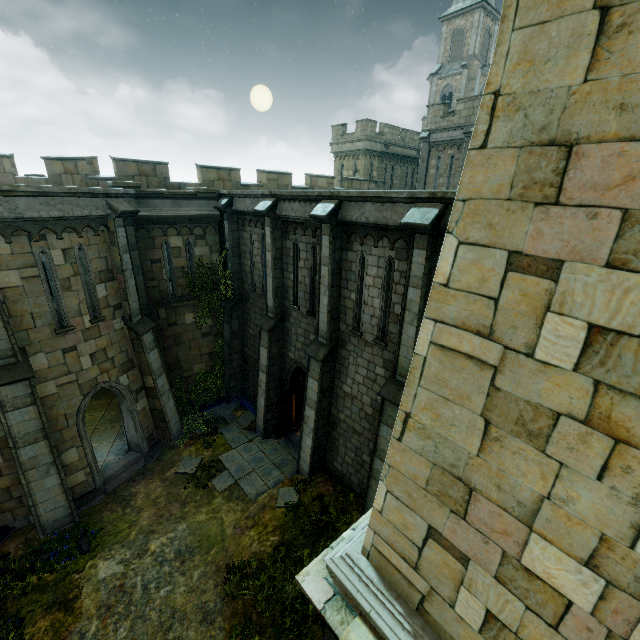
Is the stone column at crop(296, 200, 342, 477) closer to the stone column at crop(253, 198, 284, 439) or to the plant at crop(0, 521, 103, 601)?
the stone column at crop(253, 198, 284, 439)

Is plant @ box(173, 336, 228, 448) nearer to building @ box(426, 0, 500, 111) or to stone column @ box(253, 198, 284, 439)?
stone column @ box(253, 198, 284, 439)

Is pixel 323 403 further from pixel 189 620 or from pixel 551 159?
pixel 551 159

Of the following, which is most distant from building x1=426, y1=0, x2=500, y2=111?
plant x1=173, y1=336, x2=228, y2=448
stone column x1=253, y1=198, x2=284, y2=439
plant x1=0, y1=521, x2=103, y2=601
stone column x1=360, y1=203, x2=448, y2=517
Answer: plant x1=173, y1=336, x2=228, y2=448

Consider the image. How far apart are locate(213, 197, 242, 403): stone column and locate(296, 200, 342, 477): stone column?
5.7m

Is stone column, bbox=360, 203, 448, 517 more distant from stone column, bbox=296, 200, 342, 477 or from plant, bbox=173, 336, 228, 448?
plant, bbox=173, 336, 228, 448

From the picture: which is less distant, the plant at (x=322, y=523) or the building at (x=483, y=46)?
the plant at (x=322, y=523)

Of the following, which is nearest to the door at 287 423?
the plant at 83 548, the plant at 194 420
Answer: the plant at 194 420
